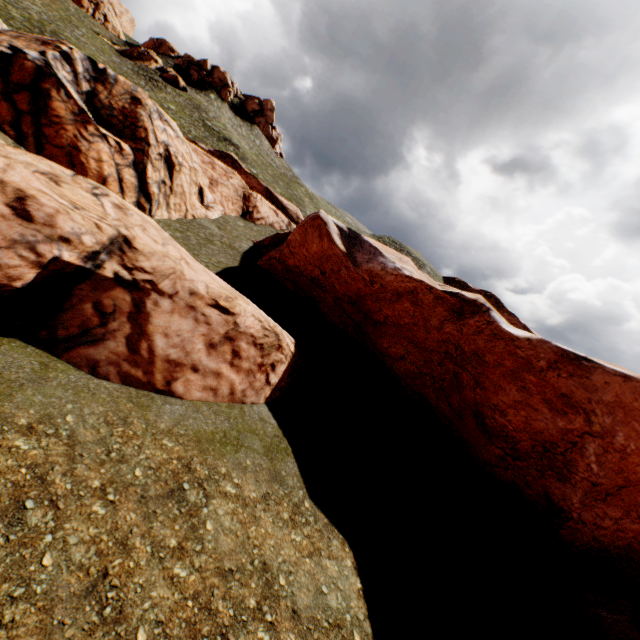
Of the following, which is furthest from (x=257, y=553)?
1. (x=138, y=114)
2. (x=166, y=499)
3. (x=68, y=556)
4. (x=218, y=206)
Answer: (x=218, y=206)

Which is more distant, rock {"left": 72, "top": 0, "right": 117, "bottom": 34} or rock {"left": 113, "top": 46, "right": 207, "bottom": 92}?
rock {"left": 72, "top": 0, "right": 117, "bottom": 34}

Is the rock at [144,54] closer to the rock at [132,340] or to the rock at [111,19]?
the rock at [111,19]

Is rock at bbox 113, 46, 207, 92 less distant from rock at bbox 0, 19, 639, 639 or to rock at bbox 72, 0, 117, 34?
rock at bbox 72, 0, 117, 34

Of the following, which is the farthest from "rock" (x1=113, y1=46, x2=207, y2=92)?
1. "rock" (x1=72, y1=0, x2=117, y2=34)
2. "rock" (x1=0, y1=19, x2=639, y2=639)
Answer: "rock" (x1=0, y1=19, x2=639, y2=639)

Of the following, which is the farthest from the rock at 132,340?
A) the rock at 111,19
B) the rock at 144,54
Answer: the rock at 111,19
